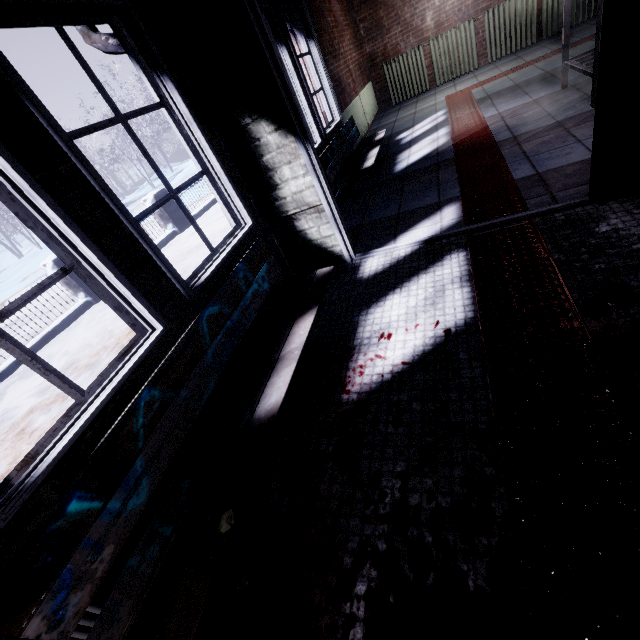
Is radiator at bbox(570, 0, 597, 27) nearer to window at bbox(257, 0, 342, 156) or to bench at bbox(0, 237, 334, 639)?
window at bbox(257, 0, 342, 156)

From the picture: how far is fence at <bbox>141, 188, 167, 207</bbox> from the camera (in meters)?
6.67

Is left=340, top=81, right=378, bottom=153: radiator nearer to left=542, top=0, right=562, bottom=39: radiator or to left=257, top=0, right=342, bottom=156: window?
left=257, top=0, right=342, bottom=156: window

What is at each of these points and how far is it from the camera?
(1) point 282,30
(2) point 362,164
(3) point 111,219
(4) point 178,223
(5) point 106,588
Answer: (1) window, 3.3m
(2) bench, 3.8m
(3) window, 1.4m
(4) fence, 7.1m
(5) window, 1.2m

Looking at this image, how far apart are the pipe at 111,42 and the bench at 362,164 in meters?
1.3

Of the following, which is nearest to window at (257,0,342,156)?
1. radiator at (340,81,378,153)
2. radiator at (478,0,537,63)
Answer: radiator at (340,81,378,153)

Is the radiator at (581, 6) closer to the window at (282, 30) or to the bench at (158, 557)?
the window at (282, 30)

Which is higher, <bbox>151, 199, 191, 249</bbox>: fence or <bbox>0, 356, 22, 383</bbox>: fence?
<bbox>151, 199, 191, 249</bbox>: fence
